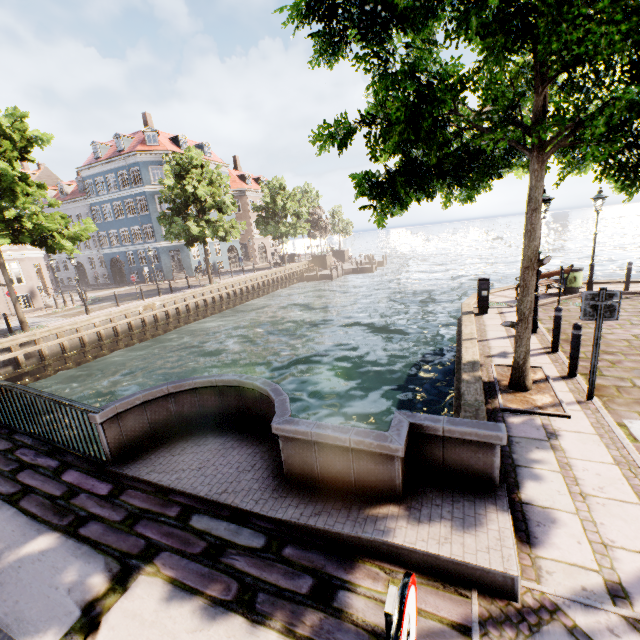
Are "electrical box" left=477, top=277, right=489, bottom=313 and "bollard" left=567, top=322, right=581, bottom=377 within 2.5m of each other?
no

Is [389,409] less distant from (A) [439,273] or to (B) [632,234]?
(A) [439,273]

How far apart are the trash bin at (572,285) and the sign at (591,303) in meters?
8.9

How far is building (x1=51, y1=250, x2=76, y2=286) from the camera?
44.5 meters

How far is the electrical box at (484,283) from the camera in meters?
11.0 m

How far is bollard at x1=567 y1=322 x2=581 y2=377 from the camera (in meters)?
6.15

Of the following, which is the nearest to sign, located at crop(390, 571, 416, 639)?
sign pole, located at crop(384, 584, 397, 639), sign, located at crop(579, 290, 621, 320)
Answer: sign pole, located at crop(384, 584, 397, 639)

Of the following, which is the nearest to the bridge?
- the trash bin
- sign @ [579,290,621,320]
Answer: sign @ [579,290,621,320]
